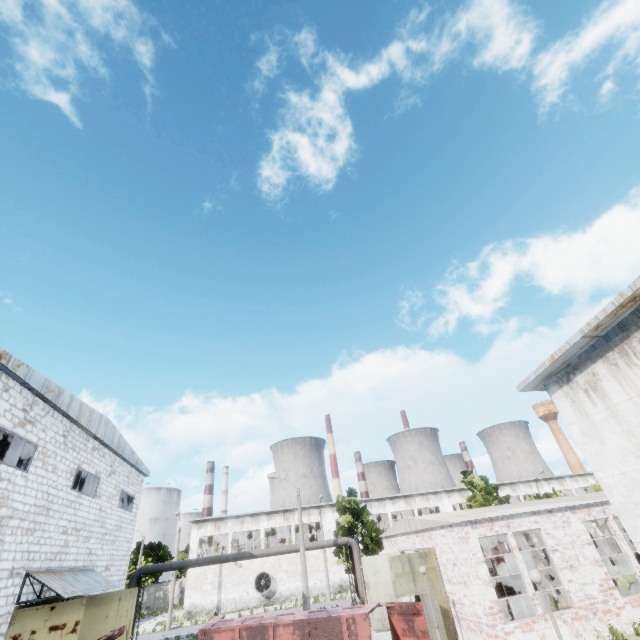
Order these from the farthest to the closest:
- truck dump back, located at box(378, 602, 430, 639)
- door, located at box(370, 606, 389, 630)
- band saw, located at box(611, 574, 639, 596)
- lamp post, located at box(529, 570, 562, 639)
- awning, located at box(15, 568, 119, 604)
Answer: door, located at box(370, 606, 389, 630)
band saw, located at box(611, 574, 639, 596)
awning, located at box(15, 568, 119, 604)
truck dump back, located at box(378, 602, 430, 639)
lamp post, located at box(529, 570, 562, 639)

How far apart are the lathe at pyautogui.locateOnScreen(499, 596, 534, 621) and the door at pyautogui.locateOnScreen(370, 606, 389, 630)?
7.5 meters

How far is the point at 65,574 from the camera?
14.01m

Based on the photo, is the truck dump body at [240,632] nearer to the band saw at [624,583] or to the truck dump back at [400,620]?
the truck dump back at [400,620]

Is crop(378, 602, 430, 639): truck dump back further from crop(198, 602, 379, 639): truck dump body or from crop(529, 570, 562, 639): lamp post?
crop(529, 570, 562, 639): lamp post

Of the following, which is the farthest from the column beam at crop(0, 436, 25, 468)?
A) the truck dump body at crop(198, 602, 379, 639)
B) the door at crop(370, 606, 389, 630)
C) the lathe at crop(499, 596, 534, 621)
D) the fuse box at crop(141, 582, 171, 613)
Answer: the fuse box at crop(141, 582, 171, 613)

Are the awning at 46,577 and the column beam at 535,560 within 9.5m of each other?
no

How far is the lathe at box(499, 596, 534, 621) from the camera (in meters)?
15.12
